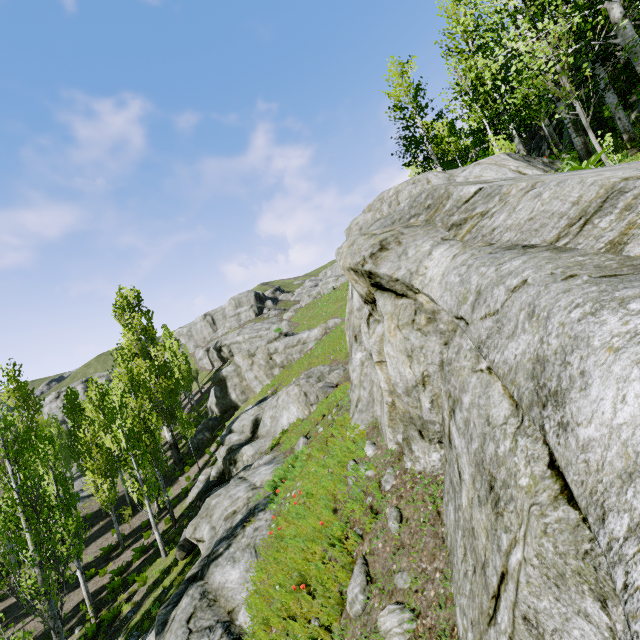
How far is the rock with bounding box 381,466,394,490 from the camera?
5.7 meters

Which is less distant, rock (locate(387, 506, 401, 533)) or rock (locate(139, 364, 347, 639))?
rock (locate(387, 506, 401, 533))

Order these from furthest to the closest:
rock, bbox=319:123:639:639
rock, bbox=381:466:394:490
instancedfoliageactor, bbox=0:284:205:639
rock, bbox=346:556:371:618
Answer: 1. instancedfoliageactor, bbox=0:284:205:639
2. rock, bbox=381:466:394:490
3. rock, bbox=346:556:371:618
4. rock, bbox=319:123:639:639

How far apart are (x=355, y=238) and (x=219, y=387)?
31.57m

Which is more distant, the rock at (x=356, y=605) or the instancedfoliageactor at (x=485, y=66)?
the instancedfoliageactor at (x=485, y=66)

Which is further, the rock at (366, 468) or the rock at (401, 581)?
the rock at (366, 468)
